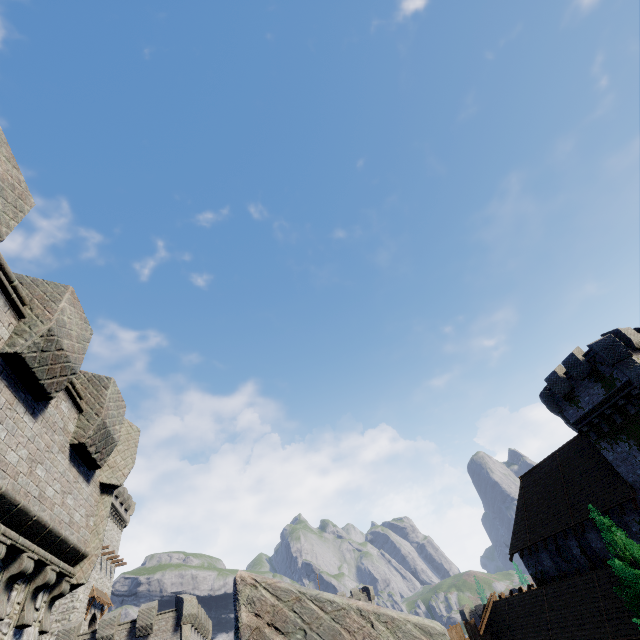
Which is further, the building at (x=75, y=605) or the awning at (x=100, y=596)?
the awning at (x=100, y=596)

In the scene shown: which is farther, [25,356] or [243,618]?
[25,356]

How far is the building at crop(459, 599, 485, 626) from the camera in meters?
53.1 m

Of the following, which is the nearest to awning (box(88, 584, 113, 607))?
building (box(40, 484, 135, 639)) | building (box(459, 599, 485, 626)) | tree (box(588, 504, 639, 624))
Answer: building (box(40, 484, 135, 639))

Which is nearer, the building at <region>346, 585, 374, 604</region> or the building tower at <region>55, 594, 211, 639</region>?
the building tower at <region>55, 594, 211, 639</region>

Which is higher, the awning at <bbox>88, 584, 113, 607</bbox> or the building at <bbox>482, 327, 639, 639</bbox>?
the awning at <bbox>88, 584, 113, 607</bbox>

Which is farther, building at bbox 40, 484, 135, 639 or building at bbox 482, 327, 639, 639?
building at bbox 40, 484, 135, 639

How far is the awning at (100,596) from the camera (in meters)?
34.44
